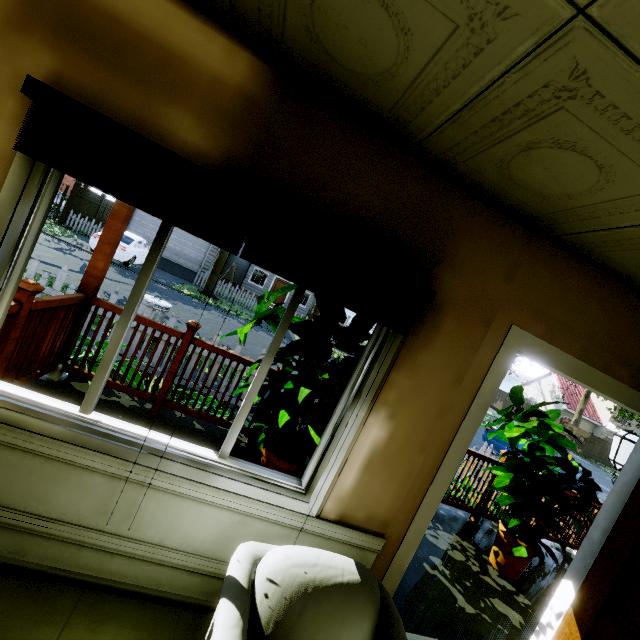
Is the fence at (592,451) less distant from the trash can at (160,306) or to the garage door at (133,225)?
the trash can at (160,306)

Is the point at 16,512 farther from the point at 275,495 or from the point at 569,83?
the point at 569,83

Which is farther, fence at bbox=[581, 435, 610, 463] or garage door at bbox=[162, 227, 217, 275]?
fence at bbox=[581, 435, 610, 463]

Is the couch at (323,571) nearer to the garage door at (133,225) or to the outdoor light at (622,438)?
the outdoor light at (622,438)

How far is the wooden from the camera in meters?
3.1 m

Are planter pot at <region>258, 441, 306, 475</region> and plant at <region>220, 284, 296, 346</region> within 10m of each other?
yes

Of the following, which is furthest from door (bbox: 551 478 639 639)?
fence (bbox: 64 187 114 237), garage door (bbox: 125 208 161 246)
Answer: fence (bbox: 64 187 114 237)

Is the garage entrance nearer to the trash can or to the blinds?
the trash can
